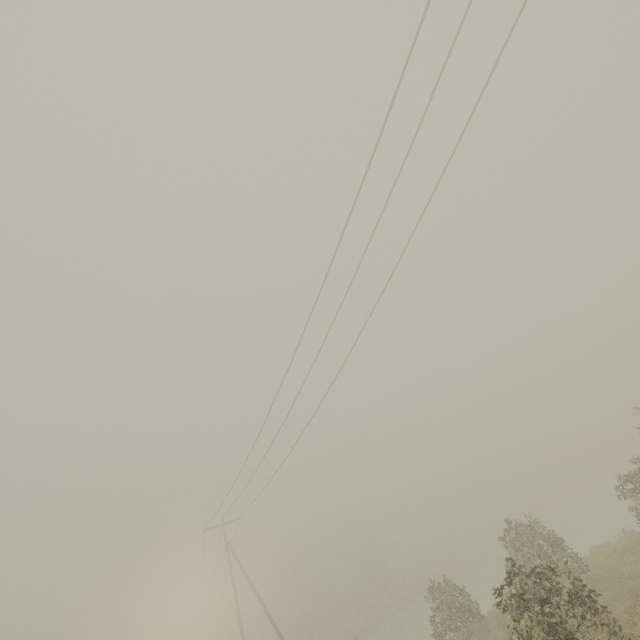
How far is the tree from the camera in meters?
53.8

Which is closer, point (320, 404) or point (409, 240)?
point (409, 240)

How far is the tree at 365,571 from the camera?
53.8m
